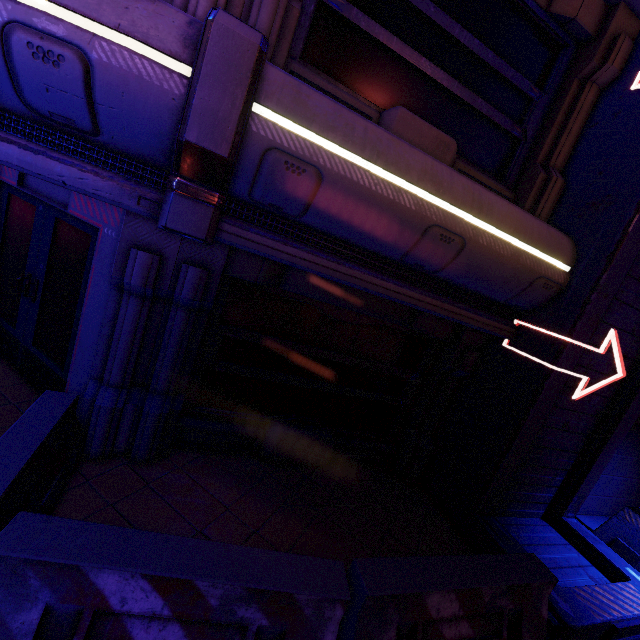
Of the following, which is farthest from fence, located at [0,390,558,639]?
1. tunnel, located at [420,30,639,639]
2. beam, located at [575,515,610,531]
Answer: beam, located at [575,515,610,531]

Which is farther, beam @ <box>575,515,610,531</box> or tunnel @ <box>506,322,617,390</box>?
beam @ <box>575,515,610,531</box>

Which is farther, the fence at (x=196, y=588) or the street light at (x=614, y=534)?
the street light at (x=614, y=534)

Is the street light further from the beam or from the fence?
the fence

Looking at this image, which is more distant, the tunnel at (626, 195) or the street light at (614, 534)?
the street light at (614, 534)

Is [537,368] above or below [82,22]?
below

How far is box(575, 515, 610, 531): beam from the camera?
6.32m

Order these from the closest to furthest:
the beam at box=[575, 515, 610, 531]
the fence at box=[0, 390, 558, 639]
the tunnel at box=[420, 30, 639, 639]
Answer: the fence at box=[0, 390, 558, 639] < the tunnel at box=[420, 30, 639, 639] < the beam at box=[575, 515, 610, 531]
